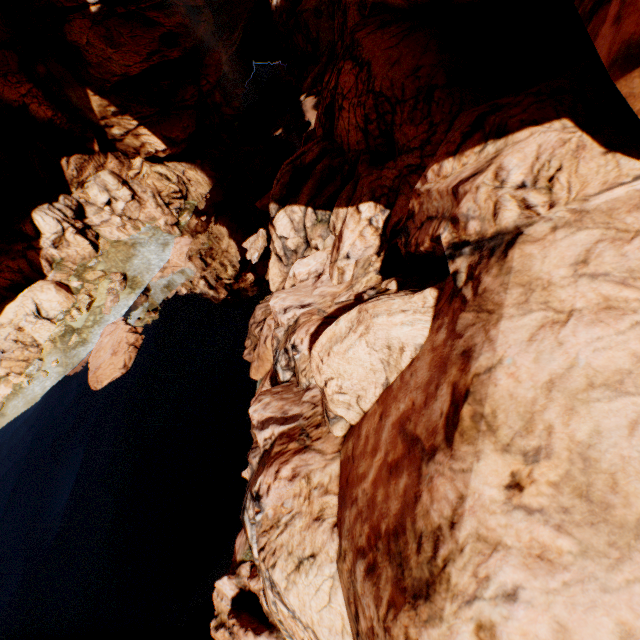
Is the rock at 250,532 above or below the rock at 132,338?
above

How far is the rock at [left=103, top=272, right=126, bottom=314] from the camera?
23.8 meters

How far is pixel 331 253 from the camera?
12.79m

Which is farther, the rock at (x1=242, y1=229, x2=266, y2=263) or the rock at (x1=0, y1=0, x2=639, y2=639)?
the rock at (x1=242, y1=229, x2=266, y2=263)

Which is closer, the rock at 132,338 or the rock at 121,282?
the rock at 132,338
